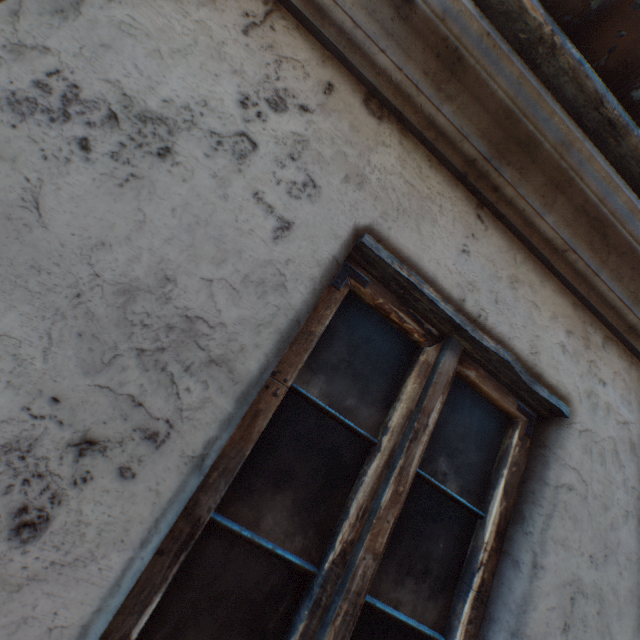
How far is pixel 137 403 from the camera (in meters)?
0.65
